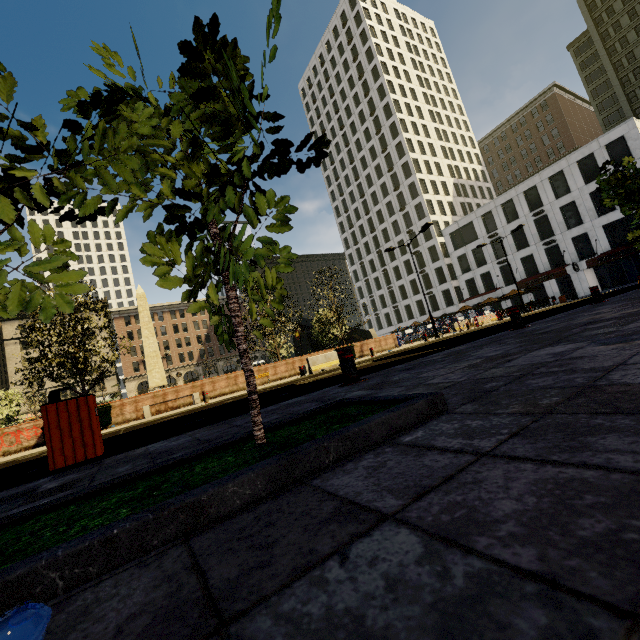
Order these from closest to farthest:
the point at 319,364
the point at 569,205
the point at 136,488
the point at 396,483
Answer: the point at 396,483, the point at 136,488, the point at 319,364, the point at 569,205

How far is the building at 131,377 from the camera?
58.3 meters

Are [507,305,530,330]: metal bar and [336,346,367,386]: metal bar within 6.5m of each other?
yes

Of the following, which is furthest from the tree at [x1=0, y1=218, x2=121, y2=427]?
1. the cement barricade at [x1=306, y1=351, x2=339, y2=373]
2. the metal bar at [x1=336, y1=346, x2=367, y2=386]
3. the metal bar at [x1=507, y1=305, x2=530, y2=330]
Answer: the cement barricade at [x1=306, y1=351, x2=339, y2=373]

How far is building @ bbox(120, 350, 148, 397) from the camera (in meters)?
58.31

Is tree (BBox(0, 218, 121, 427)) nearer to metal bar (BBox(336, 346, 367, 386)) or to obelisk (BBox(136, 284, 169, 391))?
metal bar (BBox(336, 346, 367, 386))

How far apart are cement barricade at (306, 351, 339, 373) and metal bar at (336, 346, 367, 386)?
11.6 meters

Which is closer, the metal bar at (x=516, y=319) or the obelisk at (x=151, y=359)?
the metal bar at (x=516, y=319)
